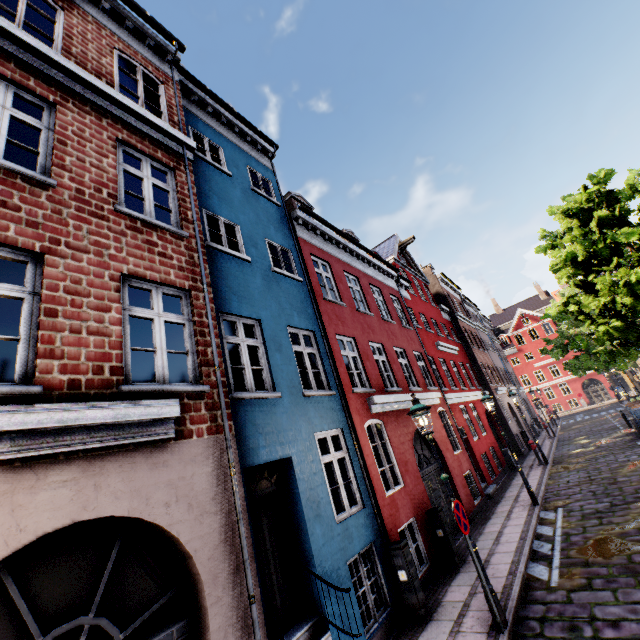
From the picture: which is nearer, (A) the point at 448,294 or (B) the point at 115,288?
(B) the point at 115,288

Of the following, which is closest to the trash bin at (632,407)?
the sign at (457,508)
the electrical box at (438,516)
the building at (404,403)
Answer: the building at (404,403)

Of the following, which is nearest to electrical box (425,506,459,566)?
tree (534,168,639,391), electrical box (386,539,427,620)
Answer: electrical box (386,539,427,620)

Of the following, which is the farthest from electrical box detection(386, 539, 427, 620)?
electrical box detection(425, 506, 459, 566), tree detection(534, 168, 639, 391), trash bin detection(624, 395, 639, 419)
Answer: trash bin detection(624, 395, 639, 419)

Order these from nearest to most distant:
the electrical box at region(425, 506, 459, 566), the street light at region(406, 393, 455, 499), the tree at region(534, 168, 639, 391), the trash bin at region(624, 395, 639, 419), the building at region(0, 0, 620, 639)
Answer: the building at region(0, 0, 620, 639), the street light at region(406, 393, 455, 499), the electrical box at region(425, 506, 459, 566), the tree at region(534, 168, 639, 391), the trash bin at region(624, 395, 639, 419)

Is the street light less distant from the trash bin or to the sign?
the sign

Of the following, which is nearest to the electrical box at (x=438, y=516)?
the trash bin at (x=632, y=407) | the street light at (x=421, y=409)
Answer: the street light at (x=421, y=409)

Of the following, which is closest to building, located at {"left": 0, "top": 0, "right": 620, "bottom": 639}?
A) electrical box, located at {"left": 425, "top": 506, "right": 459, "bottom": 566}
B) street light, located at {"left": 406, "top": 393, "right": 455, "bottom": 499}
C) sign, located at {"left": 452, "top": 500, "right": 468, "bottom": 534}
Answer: electrical box, located at {"left": 425, "top": 506, "right": 459, "bottom": 566}
